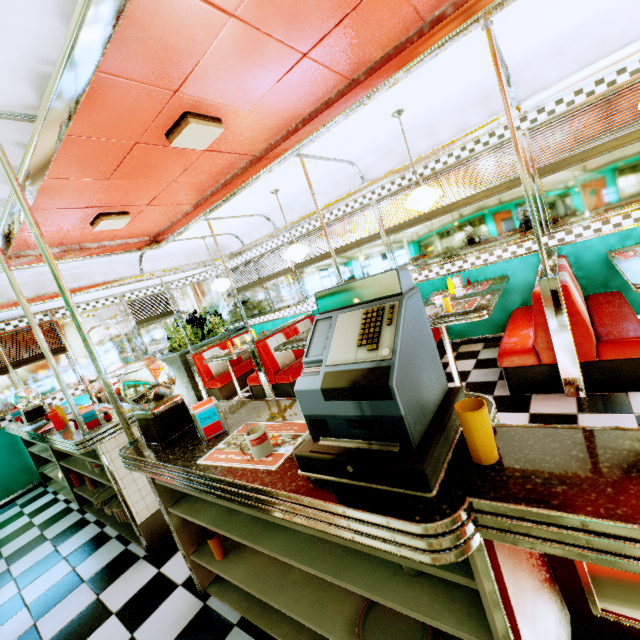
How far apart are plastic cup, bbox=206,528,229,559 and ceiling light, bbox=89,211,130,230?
3.5 meters

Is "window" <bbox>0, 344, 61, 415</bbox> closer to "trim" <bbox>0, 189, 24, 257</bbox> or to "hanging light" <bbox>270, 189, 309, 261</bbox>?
"trim" <bbox>0, 189, 24, 257</bbox>

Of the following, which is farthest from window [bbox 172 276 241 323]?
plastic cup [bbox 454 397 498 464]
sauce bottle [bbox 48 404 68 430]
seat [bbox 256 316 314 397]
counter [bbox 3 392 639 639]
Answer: plastic cup [bbox 454 397 498 464]

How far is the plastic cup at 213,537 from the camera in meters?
2.0 m

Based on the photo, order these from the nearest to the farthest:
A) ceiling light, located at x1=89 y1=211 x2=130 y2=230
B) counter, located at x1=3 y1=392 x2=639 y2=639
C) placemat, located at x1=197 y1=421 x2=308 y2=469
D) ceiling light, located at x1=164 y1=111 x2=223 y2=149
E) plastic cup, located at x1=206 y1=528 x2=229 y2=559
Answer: counter, located at x1=3 y1=392 x2=639 y2=639, placemat, located at x1=197 y1=421 x2=308 y2=469, plastic cup, located at x1=206 y1=528 x2=229 y2=559, ceiling light, located at x1=164 y1=111 x2=223 y2=149, ceiling light, located at x1=89 y1=211 x2=130 y2=230

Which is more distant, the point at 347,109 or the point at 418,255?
the point at 418,255

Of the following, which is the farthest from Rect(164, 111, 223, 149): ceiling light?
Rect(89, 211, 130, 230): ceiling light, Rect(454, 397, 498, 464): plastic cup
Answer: Rect(454, 397, 498, 464): plastic cup

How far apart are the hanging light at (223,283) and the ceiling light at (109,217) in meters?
1.9 m
